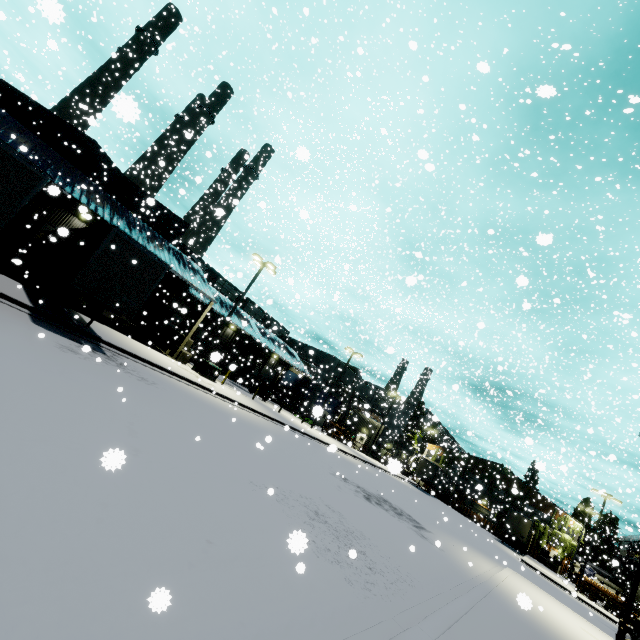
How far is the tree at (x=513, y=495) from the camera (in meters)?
32.98

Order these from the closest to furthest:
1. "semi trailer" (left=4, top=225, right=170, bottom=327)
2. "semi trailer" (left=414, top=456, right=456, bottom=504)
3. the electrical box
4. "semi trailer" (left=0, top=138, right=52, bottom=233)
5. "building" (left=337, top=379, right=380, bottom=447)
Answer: "semi trailer" (left=0, top=138, right=52, bottom=233) → "semi trailer" (left=4, top=225, right=170, bottom=327) → the electrical box → "semi trailer" (left=414, top=456, right=456, bottom=504) → "building" (left=337, top=379, right=380, bottom=447)

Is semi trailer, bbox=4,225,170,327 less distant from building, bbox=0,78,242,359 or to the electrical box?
building, bbox=0,78,242,359

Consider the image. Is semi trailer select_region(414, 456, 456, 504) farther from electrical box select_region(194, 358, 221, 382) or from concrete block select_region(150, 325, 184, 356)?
electrical box select_region(194, 358, 221, 382)

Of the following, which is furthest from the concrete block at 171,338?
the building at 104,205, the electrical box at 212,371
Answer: the electrical box at 212,371

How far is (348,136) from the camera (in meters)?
27.53

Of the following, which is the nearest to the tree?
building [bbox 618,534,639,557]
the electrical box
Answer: building [bbox 618,534,639,557]

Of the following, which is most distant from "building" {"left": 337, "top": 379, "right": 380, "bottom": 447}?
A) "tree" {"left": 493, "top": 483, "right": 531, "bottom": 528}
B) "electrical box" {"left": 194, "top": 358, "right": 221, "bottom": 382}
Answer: "electrical box" {"left": 194, "top": 358, "right": 221, "bottom": 382}
